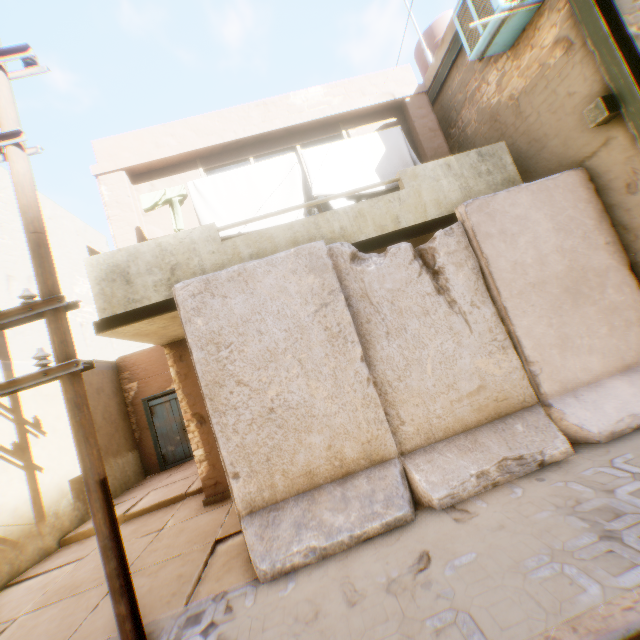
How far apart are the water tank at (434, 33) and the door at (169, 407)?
12.58m

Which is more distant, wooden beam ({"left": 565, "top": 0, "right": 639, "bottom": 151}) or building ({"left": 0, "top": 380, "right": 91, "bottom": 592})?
building ({"left": 0, "top": 380, "right": 91, "bottom": 592})

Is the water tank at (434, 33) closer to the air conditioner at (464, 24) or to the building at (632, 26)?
the building at (632, 26)

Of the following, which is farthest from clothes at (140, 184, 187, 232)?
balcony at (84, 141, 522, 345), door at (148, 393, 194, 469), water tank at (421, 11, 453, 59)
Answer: door at (148, 393, 194, 469)

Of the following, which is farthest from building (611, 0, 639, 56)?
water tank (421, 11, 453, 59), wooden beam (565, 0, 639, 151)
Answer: water tank (421, 11, 453, 59)

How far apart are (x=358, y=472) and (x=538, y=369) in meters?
2.7 m

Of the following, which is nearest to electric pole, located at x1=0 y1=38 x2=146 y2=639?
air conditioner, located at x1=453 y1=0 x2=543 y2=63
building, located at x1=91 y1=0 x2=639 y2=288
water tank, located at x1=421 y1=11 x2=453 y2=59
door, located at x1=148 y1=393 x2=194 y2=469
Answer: building, located at x1=91 y1=0 x2=639 y2=288

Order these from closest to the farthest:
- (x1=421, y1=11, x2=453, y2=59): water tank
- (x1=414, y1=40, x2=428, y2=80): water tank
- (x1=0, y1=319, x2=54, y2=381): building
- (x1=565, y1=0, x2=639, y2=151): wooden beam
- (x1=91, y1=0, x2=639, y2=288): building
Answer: (x1=565, y1=0, x2=639, y2=151): wooden beam
(x1=91, y1=0, x2=639, y2=288): building
(x1=0, y1=319, x2=54, y2=381): building
(x1=421, y1=11, x2=453, y2=59): water tank
(x1=414, y1=40, x2=428, y2=80): water tank
